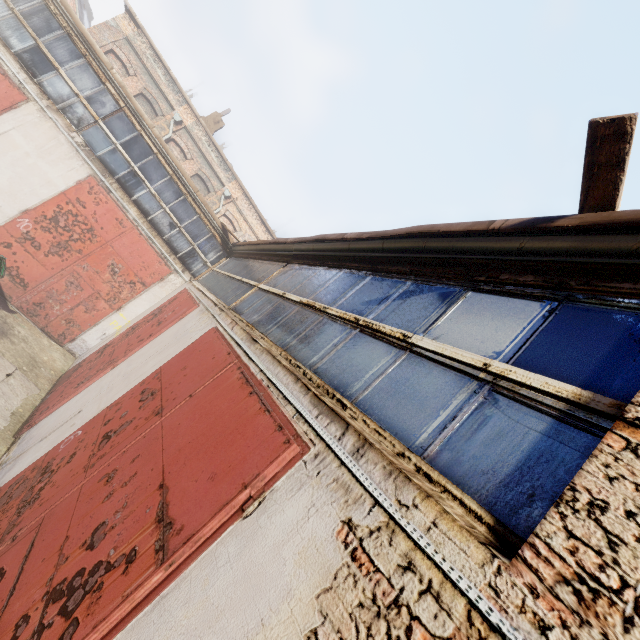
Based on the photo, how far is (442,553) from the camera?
1.27m
